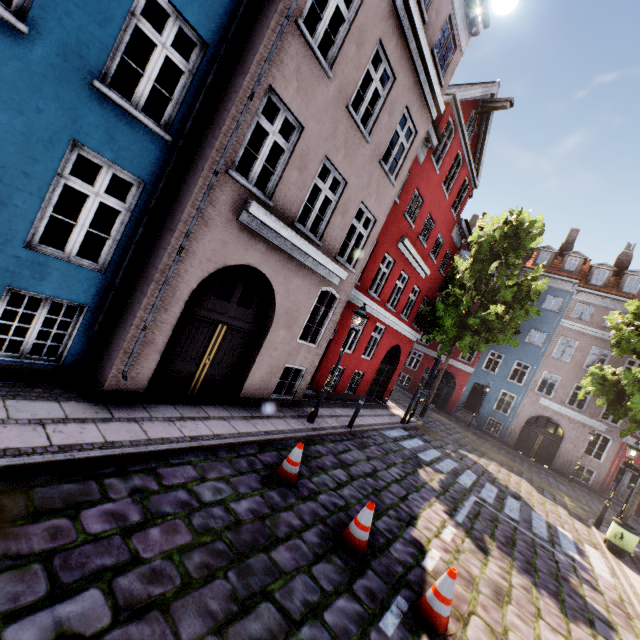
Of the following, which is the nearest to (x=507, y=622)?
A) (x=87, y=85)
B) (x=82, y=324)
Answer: (x=82, y=324)

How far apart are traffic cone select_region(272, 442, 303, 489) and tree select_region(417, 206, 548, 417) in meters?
14.3 m

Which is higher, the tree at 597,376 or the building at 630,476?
the tree at 597,376

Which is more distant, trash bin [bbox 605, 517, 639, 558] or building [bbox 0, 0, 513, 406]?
trash bin [bbox 605, 517, 639, 558]

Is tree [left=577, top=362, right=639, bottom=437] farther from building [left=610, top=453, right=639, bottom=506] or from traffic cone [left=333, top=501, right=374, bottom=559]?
traffic cone [left=333, top=501, right=374, bottom=559]

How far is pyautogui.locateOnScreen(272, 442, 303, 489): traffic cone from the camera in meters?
6.0 m

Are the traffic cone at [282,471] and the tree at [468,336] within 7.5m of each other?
no

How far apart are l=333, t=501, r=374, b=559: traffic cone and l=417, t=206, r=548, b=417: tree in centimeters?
1455cm
